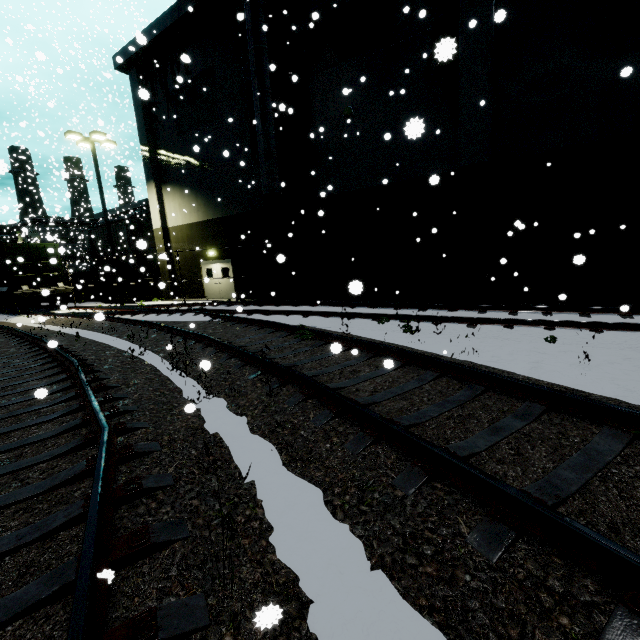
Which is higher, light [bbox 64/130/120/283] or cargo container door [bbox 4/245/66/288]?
light [bbox 64/130/120/283]

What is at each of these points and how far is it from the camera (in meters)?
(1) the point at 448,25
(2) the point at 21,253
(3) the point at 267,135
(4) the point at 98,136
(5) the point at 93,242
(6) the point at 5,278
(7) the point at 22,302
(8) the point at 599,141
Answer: (1) tree, 11.19
(2) cargo container door, 18.38
(3) vent duct, 14.08
(4) light, 18.02
(5) building, 32.34
(6) cargo container, 18.88
(7) bogie, 18.42
(8) building, 9.76

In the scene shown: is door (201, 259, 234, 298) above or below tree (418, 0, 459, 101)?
below

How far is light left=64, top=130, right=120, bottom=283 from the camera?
17.77m

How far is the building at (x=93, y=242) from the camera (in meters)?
30.78

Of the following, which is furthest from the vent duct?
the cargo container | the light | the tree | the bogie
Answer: the cargo container

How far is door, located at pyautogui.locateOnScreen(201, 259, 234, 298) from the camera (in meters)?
19.94

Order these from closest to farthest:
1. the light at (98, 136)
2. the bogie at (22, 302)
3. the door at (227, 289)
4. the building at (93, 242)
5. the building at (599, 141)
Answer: the building at (599, 141) < the light at (98, 136) < the bogie at (22, 302) < the door at (227, 289) < the building at (93, 242)
